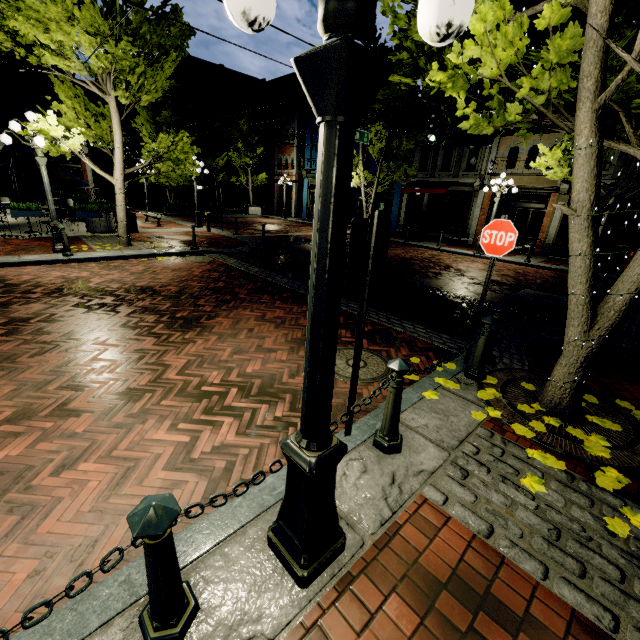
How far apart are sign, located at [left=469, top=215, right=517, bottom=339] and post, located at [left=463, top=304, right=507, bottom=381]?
0.17m

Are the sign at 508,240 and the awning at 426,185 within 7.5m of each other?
no

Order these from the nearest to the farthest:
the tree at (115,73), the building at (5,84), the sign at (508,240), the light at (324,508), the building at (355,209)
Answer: the light at (324,508) < the sign at (508,240) < the tree at (115,73) < the building at (5,84) < the building at (355,209)

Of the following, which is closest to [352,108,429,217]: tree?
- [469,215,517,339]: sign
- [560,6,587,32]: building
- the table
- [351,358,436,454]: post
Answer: [560,6,587,32]: building

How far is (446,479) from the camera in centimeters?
268cm

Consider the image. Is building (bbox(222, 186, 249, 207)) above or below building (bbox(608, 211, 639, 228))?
below

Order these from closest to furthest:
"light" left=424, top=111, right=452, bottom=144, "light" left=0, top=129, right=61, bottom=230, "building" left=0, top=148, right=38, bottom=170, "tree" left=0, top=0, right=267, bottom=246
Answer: "tree" left=0, top=0, right=267, bottom=246 → "light" left=0, top=129, right=61, bottom=230 → "light" left=424, top=111, right=452, bottom=144 → "building" left=0, top=148, right=38, bottom=170

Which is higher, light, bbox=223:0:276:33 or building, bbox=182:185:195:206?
light, bbox=223:0:276:33
